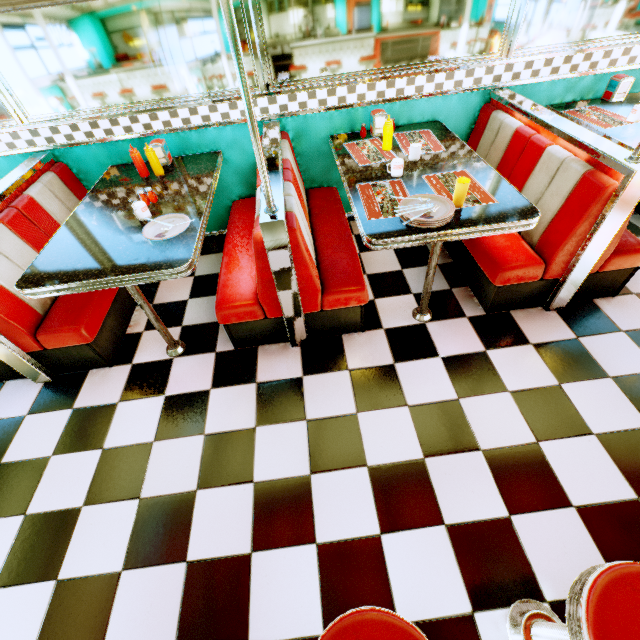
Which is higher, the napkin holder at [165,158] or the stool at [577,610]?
the napkin holder at [165,158]

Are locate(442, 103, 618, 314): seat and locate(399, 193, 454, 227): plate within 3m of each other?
yes

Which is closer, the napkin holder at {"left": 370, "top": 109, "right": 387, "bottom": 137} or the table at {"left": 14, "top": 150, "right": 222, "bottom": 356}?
the table at {"left": 14, "top": 150, "right": 222, "bottom": 356}

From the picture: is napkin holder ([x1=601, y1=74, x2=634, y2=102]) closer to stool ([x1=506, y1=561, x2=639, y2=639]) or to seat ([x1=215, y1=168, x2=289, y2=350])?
seat ([x1=215, y1=168, x2=289, y2=350])

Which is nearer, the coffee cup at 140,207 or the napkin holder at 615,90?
the coffee cup at 140,207

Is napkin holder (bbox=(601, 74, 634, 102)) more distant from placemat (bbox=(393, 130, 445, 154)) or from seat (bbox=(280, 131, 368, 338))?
seat (bbox=(280, 131, 368, 338))

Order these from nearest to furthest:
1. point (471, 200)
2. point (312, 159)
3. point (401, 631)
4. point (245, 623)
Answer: point (401, 631) < point (245, 623) < point (471, 200) < point (312, 159)

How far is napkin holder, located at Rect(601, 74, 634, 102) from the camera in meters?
2.7
